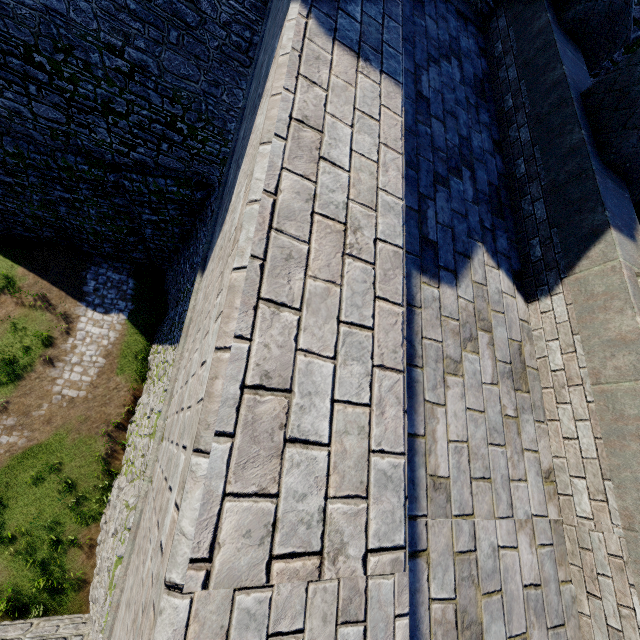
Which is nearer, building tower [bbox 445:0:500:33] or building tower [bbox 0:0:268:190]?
building tower [bbox 445:0:500:33]

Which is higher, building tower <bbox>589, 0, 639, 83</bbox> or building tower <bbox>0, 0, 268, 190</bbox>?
building tower <bbox>589, 0, 639, 83</bbox>

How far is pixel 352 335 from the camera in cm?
158

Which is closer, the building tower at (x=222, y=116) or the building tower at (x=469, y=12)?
the building tower at (x=469, y=12)
